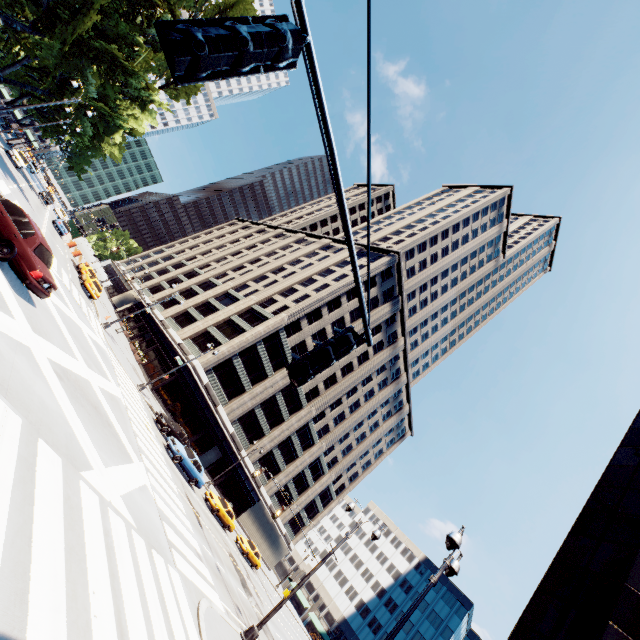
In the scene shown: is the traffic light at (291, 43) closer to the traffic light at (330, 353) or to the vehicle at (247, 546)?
the traffic light at (330, 353)

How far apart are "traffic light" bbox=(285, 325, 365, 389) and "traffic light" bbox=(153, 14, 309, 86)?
2.3 meters

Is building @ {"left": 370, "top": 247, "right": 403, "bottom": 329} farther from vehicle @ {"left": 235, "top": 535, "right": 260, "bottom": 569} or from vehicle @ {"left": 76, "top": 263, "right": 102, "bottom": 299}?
vehicle @ {"left": 235, "top": 535, "right": 260, "bottom": 569}

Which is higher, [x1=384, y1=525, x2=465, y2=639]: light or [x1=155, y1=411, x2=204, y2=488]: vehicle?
[x1=384, y1=525, x2=465, y2=639]: light

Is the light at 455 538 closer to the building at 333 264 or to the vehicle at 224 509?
the vehicle at 224 509

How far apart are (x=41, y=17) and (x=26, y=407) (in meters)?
31.77

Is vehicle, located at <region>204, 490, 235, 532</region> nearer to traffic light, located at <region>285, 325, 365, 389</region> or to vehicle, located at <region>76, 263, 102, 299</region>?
vehicle, located at <region>76, 263, 102, 299</region>

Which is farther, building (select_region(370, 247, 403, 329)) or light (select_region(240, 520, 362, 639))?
building (select_region(370, 247, 403, 329))
